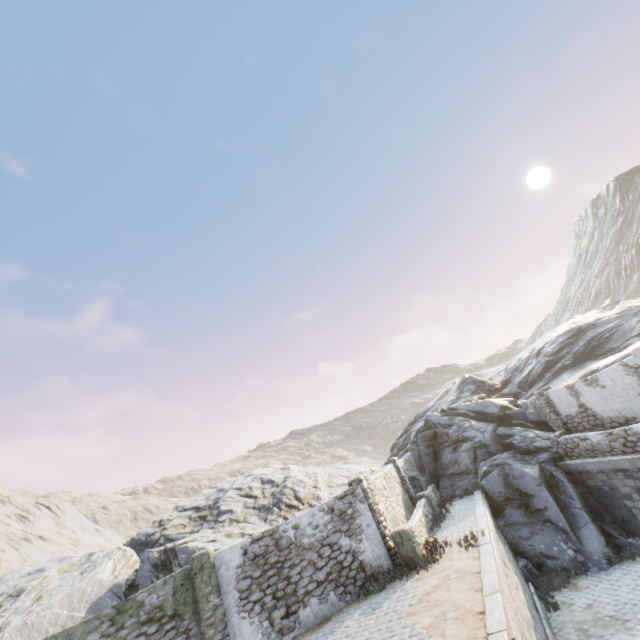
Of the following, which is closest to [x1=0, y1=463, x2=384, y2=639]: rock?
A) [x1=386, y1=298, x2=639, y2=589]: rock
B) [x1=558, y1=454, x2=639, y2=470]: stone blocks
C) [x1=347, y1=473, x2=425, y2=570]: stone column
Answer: [x1=558, y1=454, x2=639, y2=470]: stone blocks

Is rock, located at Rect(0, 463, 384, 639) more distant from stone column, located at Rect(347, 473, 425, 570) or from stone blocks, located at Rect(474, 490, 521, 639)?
stone column, located at Rect(347, 473, 425, 570)

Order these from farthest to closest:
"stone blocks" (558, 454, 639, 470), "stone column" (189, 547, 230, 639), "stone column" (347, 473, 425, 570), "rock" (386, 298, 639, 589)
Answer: "rock" (386, 298, 639, 589) < "stone blocks" (558, 454, 639, 470) < "stone column" (347, 473, 425, 570) < "stone column" (189, 547, 230, 639)

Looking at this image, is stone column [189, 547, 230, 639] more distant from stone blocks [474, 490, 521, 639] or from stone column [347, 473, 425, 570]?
stone column [347, 473, 425, 570]

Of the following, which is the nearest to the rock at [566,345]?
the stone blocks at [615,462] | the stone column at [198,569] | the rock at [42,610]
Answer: the stone blocks at [615,462]

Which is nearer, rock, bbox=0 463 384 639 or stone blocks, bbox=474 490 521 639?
stone blocks, bbox=474 490 521 639

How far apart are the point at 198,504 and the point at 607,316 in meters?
33.2 m

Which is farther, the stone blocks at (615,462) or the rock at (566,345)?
the rock at (566,345)
